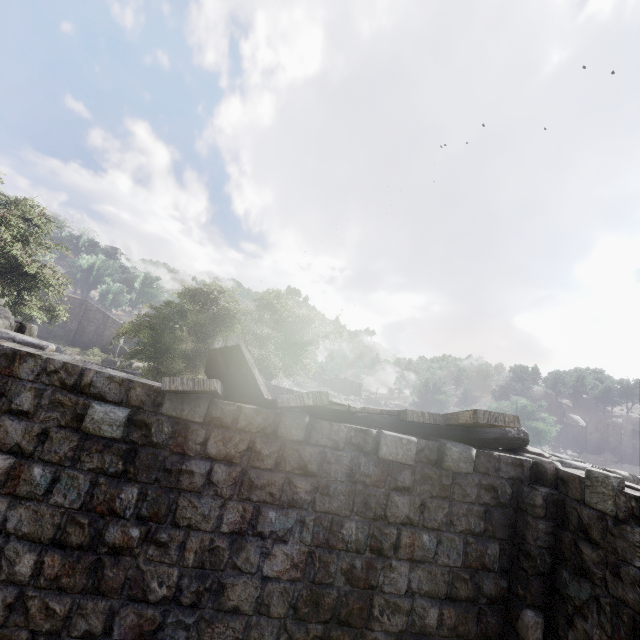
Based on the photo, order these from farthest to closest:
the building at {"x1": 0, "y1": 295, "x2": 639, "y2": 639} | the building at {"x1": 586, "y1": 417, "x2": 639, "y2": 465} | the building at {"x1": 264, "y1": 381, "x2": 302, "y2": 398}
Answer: the building at {"x1": 586, "y1": 417, "x2": 639, "y2": 465}, the building at {"x1": 264, "y1": 381, "x2": 302, "y2": 398}, the building at {"x1": 0, "y1": 295, "x2": 639, "y2": 639}

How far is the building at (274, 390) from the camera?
13.68m

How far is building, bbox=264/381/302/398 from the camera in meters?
13.7

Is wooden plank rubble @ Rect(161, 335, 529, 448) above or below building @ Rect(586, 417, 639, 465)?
below

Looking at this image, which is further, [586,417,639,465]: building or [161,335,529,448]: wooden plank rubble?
[586,417,639,465]: building

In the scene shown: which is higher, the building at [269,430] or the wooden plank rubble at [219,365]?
the wooden plank rubble at [219,365]

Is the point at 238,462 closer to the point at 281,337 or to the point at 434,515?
the point at 434,515

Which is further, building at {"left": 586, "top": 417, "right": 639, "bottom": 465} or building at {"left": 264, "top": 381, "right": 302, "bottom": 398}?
building at {"left": 586, "top": 417, "right": 639, "bottom": 465}
